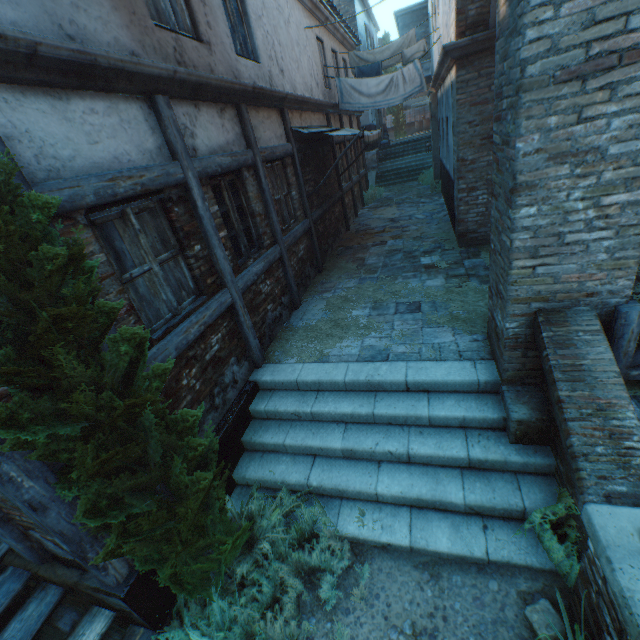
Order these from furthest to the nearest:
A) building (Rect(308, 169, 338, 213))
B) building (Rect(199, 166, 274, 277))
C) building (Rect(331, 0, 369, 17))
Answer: building (Rect(331, 0, 369, 17)) → building (Rect(308, 169, 338, 213)) → building (Rect(199, 166, 274, 277))

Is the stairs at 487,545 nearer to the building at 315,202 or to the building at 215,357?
the building at 215,357

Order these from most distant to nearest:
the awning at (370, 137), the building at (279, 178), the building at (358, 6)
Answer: the building at (358, 6) → the awning at (370, 137) → the building at (279, 178)

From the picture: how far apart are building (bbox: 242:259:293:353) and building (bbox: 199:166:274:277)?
0.2 meters

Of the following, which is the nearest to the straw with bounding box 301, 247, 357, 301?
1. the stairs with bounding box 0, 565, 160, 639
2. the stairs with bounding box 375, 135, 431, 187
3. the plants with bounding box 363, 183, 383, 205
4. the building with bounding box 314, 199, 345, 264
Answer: the building with bounding box 314, 199, 345, 264

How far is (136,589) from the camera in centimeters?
285cm

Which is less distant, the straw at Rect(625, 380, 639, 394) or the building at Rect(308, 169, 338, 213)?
the straw at Rect(625, 380, 639, 394)

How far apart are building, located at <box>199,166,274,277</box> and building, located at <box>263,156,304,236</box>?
0.3 meters
